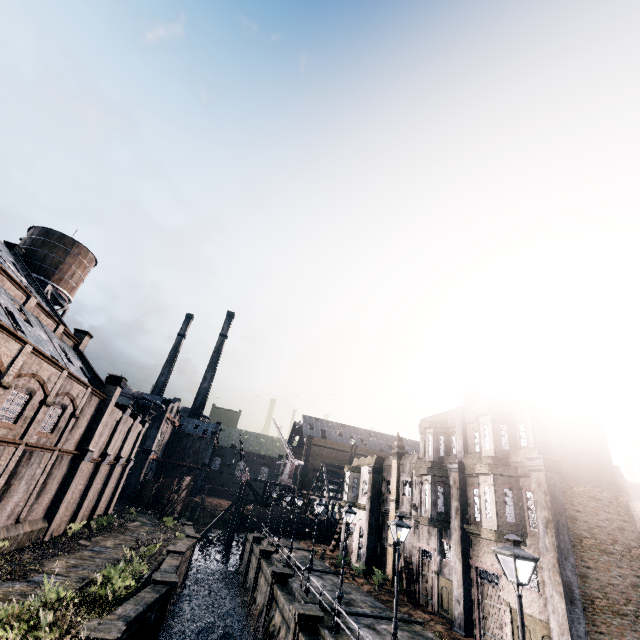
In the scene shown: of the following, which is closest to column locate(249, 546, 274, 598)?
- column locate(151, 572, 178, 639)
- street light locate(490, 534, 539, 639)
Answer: column locate(151, 572, 178, 639)

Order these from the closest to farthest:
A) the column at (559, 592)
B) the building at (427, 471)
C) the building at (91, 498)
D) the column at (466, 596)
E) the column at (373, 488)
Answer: the column at (559, 592)
the building at (91, 498)
the column at (466, 596)
the building at (427, 471)
the column at (373, 488)

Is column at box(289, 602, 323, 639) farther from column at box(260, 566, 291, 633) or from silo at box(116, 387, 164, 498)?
silo at box(116, 387, 164, 498)

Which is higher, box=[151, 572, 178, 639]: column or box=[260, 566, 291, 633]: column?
box=[260, 566, 291, 633]: column

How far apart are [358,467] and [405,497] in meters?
9.3

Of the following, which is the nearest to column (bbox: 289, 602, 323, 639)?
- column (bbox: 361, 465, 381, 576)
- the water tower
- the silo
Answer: column (bbox: 361, 465, 381, 576)

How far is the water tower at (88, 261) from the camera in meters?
33.9

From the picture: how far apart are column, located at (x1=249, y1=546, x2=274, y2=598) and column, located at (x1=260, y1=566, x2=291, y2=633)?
7.2 meters
